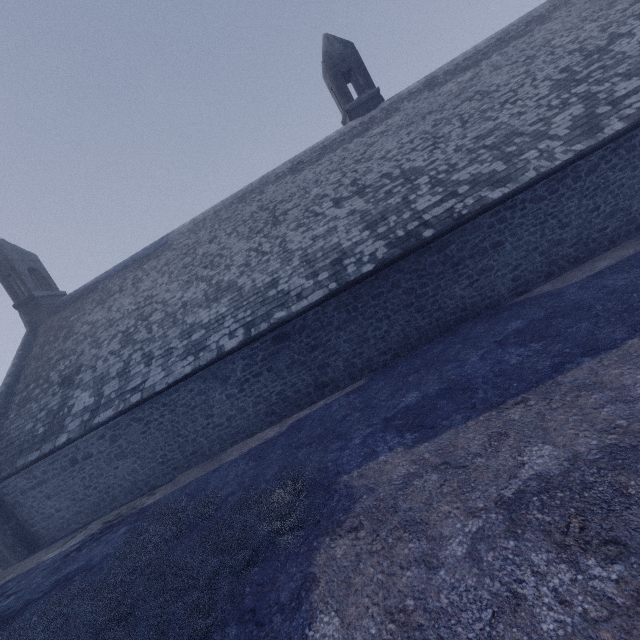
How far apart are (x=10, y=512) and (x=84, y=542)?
4.0 meters
